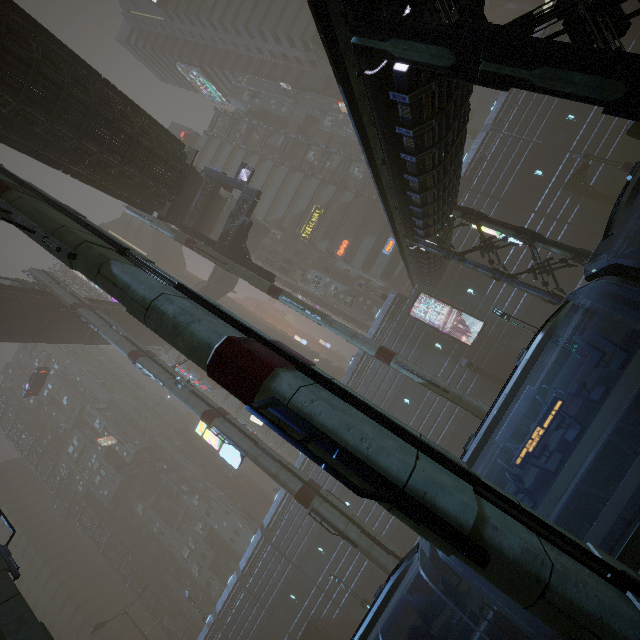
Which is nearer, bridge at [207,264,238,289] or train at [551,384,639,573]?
train at [551,384,639,573]

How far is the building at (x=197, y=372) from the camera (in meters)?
50.88

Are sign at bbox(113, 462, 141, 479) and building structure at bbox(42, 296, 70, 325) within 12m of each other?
no

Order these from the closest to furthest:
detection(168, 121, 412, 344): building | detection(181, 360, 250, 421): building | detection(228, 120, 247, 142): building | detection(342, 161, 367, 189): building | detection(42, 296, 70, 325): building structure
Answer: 1. detection(42, 296, 70, 325): building structure
2. detection(168, 121, 412, 344): building
3. detection(342, 161, 367, 189): building
4. detection(181, 360, 250, 421): building
5. detection(228, 120, 247, 142): building

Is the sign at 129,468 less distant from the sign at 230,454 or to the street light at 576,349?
the sign at 230,454

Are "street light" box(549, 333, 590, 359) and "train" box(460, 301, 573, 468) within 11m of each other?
yes

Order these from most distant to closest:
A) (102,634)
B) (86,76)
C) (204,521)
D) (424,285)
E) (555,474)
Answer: (102,634)
(204,521)
(424,285)
(86,76)
(555,474)

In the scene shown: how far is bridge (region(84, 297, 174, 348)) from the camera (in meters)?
37.77
